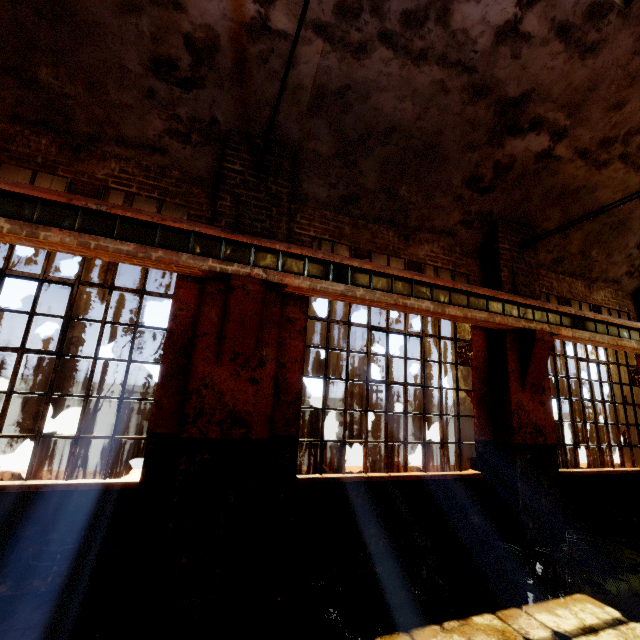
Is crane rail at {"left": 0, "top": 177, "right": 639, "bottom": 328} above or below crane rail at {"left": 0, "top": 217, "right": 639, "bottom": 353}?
above

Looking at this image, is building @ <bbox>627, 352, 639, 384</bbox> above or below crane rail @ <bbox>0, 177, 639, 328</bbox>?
below

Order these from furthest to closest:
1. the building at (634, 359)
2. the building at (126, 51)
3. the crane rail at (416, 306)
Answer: the building at (634, 359) → the building at (126, 51) → the crane rail at (416, 306)

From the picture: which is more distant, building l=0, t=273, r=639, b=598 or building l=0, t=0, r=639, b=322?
building l=0, t=0, r=639, b=322

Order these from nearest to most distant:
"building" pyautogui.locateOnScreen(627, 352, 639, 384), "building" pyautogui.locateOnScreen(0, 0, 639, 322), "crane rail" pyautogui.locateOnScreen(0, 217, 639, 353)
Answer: "crane rail" pyautogui.locateOnScreen(0, 217, 639, 353)
"building" pyautogui.locateOnScreen(0, 0, 639, 322)
"building" pyautogui.locateOnScreen(627, 352, 639, 384)

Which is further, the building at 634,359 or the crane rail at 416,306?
the building at 634,359

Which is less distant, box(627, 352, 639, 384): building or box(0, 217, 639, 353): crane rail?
box(0, 217, 639, 353): crane rail

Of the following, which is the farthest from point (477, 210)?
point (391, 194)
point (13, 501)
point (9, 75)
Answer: point (13, 501)
